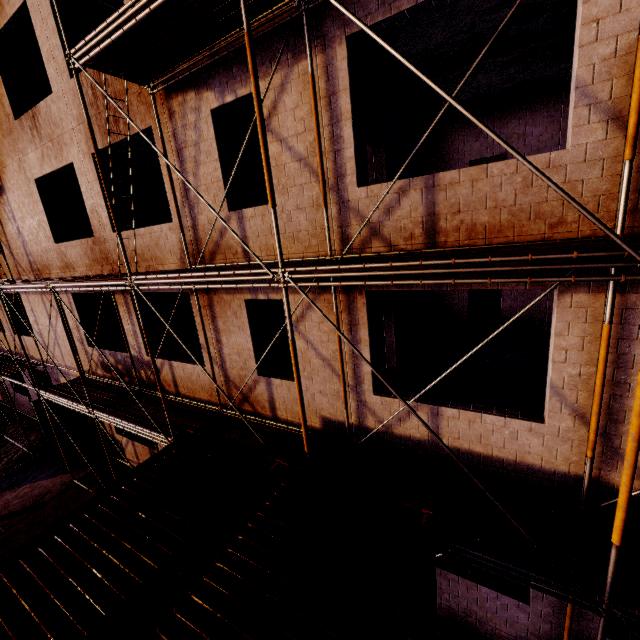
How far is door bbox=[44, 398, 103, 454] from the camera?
13.7 meters

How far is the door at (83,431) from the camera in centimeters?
1369cm

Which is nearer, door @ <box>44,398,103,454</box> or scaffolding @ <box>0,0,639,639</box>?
scaffolding @ <box>0,0,639,639</box>

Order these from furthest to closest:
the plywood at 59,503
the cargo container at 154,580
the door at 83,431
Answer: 1. the door at 83,431
2. the plywood at 59,503
3. the cargo container at 154,580

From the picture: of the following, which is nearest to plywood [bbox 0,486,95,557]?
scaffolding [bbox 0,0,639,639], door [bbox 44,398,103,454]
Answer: scaffolding [bbox 0,0,639,639]

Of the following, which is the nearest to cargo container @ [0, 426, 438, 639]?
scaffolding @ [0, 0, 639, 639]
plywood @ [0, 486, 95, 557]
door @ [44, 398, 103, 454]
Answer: scaffolding @ [0, 0, 639, 639]

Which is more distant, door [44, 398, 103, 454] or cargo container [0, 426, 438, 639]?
door [44, 398, 103, 454]

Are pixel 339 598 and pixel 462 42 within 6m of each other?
no
